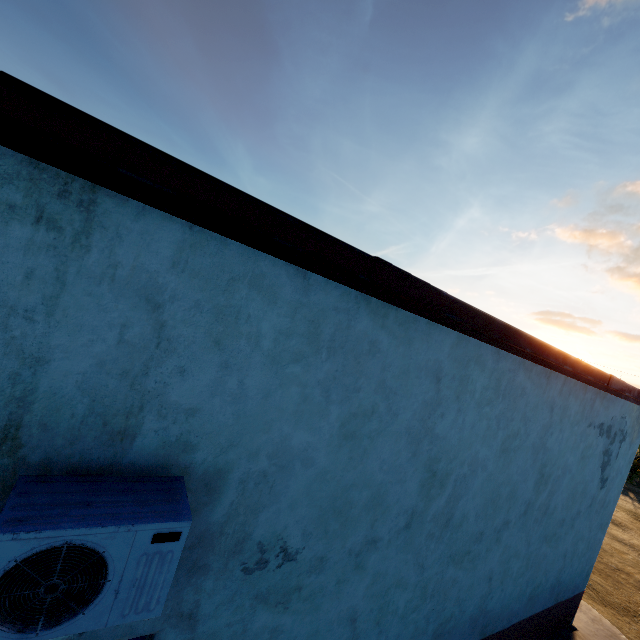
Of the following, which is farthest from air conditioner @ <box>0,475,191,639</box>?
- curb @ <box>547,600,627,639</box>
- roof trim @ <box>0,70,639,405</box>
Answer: curb @ <box>547,600,627,639</box>

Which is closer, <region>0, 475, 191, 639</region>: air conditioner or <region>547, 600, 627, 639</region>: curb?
<region>0, 475, 191, 639</region>: air conditioner

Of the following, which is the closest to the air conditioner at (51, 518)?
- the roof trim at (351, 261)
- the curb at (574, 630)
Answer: the roof trim at (351, 261)

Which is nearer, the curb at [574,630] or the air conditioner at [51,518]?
the air conditioner at [51,518]

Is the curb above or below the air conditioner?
below

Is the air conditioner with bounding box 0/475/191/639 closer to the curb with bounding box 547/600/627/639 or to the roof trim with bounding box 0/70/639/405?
the roof trim with bounding box 0/70/639/405

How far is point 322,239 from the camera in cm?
208
